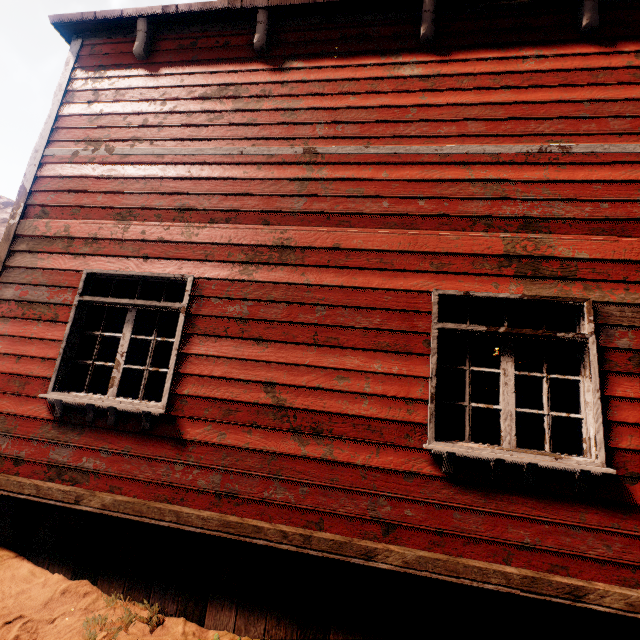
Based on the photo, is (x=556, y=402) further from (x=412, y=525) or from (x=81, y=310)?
(x=81, y=310)

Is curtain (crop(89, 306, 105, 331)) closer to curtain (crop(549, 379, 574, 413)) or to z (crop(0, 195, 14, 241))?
curtain (crop(549, 379, 574, 413))

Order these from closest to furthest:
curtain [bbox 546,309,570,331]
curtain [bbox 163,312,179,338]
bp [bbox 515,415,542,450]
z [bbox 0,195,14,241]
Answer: curtain [bbox 546,309,570,331] < curtain [bbox 163,312,179,338] < bp [bbox 515,415,542,450] < z [bbox 0,195,14,241]

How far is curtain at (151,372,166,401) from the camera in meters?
3.5 m

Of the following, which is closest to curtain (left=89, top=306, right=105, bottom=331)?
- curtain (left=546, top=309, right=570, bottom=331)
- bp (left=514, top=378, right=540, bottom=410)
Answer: curtain (left=546, top=309, right=570, bottom=331)

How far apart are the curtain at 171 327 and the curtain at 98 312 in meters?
0.8

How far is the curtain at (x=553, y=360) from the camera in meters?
3.0

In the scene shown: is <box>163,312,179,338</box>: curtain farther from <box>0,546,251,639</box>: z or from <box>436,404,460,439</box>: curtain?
<box>436,404,460,439</box>: curtain
